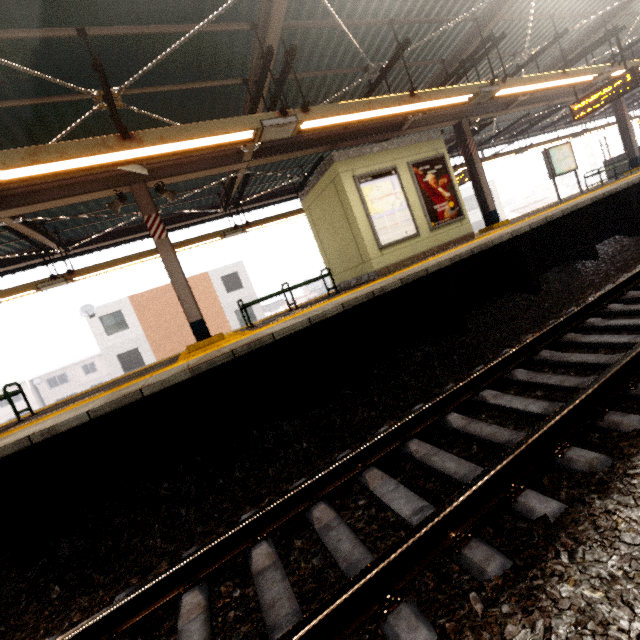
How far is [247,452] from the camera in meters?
3.9 m

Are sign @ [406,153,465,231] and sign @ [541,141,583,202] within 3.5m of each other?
no

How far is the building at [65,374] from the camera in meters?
41.1

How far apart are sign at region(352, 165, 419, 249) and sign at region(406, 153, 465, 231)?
0.3m

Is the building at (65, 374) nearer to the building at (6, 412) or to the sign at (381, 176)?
the building at (6, 412)

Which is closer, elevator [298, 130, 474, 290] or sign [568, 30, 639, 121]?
elevator [298, 130, 474, 290]

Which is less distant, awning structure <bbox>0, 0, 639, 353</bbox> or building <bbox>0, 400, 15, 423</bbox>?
awning structure <bbox>0, 0, 639, 353</bbox>

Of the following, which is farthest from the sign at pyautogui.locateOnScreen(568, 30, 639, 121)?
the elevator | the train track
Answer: the elevator
